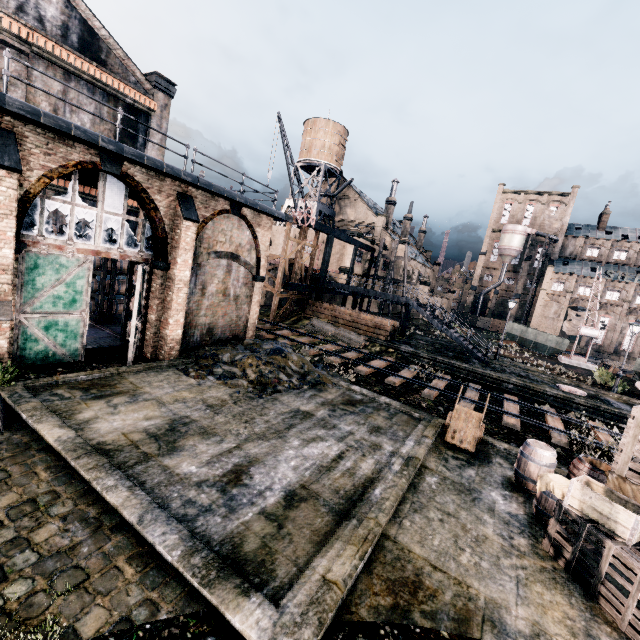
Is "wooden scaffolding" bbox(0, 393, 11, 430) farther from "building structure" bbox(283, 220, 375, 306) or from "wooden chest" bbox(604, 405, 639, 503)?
"building structure" bbox(283, 220, 375, 306)

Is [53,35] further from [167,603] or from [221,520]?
[167,603]

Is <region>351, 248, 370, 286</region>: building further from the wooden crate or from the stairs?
the wooden crate

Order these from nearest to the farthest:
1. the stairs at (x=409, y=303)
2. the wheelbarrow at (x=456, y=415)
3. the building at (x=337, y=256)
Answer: the wheelbarrow at (x=456, y=415) → the stairs at (x=409, y=303) → the building at (x=337, y=256)

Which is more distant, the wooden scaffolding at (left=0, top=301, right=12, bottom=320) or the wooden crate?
the wooden scaffolding at (left=0, top=301, right=12, bottom=320)

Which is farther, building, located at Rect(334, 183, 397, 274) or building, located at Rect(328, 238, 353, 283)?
building, located at Rect(334, 183, 397, 274)

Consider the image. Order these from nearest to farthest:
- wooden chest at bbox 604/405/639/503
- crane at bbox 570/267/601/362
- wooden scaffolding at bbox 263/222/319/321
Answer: wooden chest at bbox 604/405/639/503 → wooden scaffolding at bbox 263/222/319/321 → crane at bbox 570/267/601/362

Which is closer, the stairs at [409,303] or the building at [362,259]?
the stairs at [409,303]
